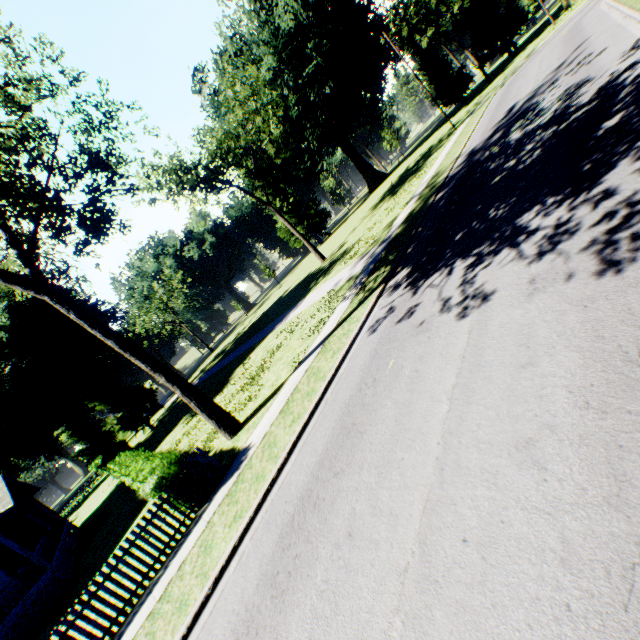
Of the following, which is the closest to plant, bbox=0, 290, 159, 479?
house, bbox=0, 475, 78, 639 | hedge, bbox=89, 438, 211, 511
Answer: hedge, bbox=89, 438, 211, 511

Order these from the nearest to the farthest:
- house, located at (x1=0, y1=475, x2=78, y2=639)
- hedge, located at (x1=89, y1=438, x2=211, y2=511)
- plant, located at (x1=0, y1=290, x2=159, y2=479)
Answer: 1. hedge, located at (x1=89, y1=438, x2=211, y2=511)
2. house, located at (x1=0, y1=475, x2=78, y2=639)
3. plant, located at (x1=0, y1=290, x2=159, y2=479)

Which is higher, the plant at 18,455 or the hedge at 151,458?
the plant at 18,455

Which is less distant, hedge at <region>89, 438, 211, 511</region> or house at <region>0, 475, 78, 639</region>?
hedge at <region>89, 438, 211, 511</region>

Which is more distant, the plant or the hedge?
the plant

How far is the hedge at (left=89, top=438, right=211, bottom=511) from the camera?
9.2 meters

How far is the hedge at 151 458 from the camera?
9.25m

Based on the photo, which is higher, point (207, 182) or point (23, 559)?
point (207, 182)
